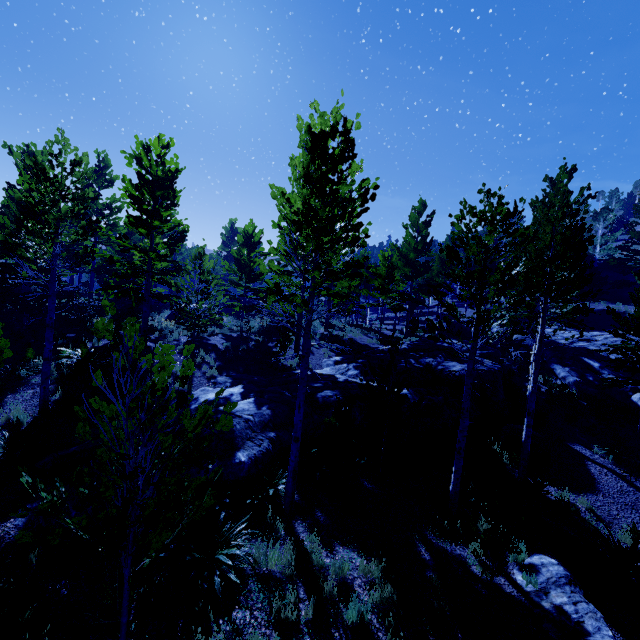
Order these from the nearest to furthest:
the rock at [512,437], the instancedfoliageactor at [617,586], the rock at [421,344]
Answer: the instancedfoliageactor at [617,586], the rock at [421,344], the rock at [512,437]

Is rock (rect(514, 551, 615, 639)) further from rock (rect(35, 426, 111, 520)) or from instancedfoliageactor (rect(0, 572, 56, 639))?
rock (rect(35, 426, 111, 520))

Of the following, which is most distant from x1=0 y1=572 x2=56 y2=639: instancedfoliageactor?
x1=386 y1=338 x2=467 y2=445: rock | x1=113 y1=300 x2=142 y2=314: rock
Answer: x1=113 y1=300 x2=142 y2=314: rock

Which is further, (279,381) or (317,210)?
(317,210)

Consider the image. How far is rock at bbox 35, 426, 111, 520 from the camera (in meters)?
6.60

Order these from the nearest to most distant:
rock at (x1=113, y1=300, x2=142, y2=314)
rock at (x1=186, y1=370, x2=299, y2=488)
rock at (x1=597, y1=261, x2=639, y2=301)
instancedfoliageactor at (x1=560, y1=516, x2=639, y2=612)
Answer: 1. instancedfoliageactor at (x1=560, y1=516, x2=639, y2=612)
2. rock at (x1=186, y1=370, x2=299, y2=488)
3. rock at (x1=113, y1=300, x2=142, y2=314)
4. rock at (x1=597, y1=261, x2=639, y2=301)

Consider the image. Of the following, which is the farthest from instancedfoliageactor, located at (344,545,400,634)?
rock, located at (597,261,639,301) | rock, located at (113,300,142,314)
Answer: rock, located at (113,300,142,314)

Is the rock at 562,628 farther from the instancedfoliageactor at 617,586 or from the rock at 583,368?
the rock at 583,368
